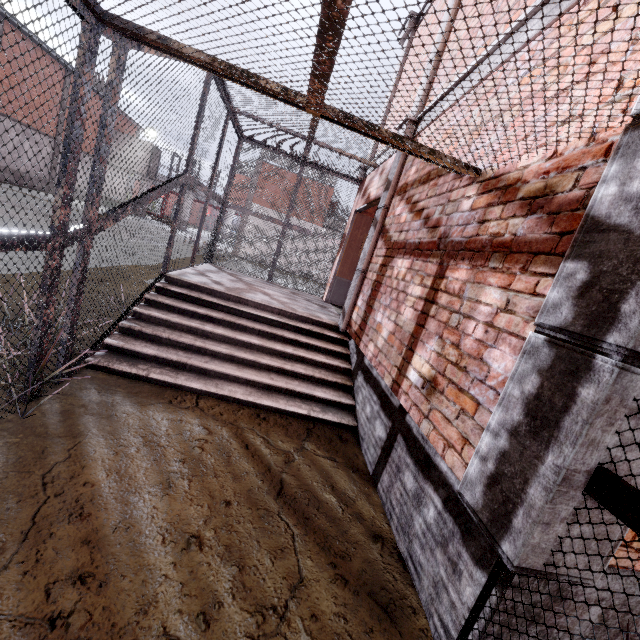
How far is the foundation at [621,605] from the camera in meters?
1.6 m

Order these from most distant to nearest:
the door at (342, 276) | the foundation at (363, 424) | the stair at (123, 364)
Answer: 1. the door at (342, 276)
2. the stair at (123, 364)
3. the foundation at (363, 424)

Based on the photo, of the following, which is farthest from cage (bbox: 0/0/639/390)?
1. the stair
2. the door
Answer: the door

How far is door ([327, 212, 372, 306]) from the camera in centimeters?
739cm

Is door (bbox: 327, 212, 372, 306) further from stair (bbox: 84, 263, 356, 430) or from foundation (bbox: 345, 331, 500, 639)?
foundation (bbox: 345, 331, 500, 639)

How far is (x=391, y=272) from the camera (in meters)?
3.88

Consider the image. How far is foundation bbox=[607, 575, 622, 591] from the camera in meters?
1.6 m

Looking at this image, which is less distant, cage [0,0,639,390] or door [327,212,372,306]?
cage [0,0,639,390]
